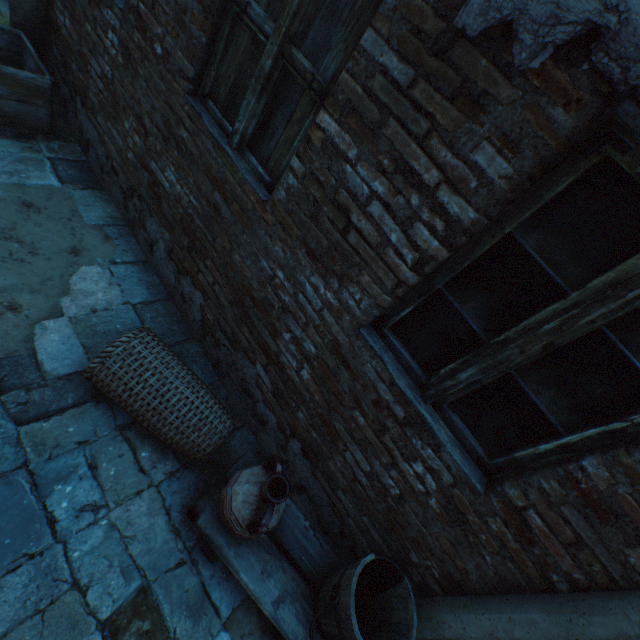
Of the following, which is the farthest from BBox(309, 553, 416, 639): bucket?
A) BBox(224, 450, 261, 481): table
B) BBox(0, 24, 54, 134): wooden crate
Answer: BBox(0, 24, 54, 134): wooden crate

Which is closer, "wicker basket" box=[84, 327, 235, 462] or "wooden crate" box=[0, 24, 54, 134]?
"wicker basket" box=[84, 327, 235, 462]

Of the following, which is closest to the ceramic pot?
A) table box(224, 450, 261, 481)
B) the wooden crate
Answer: table box(224, 450, 261, 481)

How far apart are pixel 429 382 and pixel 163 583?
1.9 meters

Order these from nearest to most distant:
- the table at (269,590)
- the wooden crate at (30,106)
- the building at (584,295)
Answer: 1. the building at (584,295)
2. the table at (269,590)
3. the wooden crate at (30,106)

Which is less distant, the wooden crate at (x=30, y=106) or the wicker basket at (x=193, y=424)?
the wicker basket at (x=193, y=424)

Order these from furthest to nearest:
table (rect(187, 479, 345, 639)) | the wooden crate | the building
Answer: the wooden crate → table (rect(187, 479, 345, 639)) → the building

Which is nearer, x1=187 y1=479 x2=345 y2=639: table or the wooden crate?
x1=187 y1=479 x2=345 y2=639: table
